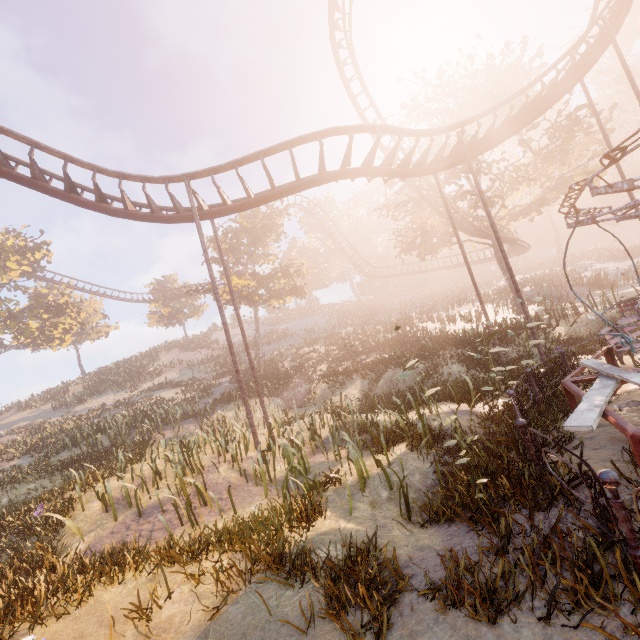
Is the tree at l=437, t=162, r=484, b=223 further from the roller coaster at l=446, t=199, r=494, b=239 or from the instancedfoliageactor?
the instancedfoliageactor

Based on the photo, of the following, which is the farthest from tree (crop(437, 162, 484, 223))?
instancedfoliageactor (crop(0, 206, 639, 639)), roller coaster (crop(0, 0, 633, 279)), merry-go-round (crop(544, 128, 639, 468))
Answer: instancedfoliageactor (crop(0, 206, 639, 639))

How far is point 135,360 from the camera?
48.7 meters

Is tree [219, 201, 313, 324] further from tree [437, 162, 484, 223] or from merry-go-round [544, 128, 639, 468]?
merry-go-round [544, 128, 639, 468]

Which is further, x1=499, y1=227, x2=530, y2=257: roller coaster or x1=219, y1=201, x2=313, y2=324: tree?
x1=219, y1=201, x2=313, y2=324: tree

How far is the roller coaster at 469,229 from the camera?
22.50m

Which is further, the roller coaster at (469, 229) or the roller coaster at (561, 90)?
the roller coaster at (469, 229)

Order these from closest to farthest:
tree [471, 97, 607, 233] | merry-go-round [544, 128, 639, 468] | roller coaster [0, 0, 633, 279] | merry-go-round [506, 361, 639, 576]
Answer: merry-go-round [506, 361, 639, 576]
merry-go-round [544, 128, 639, 468]
roller coaster [0, 0, 633, 279]
tree [471, 97, 607, 233]
